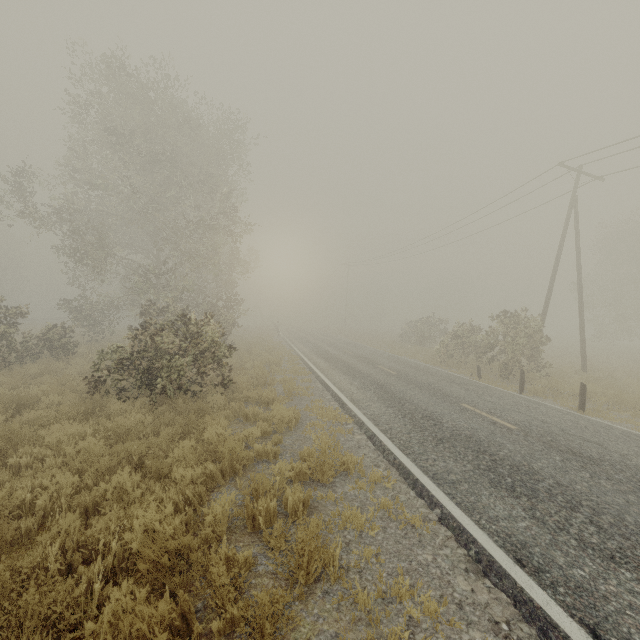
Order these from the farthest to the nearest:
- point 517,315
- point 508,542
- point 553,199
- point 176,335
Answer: point 553,199, point 517,315, point 176,335, point 508,542

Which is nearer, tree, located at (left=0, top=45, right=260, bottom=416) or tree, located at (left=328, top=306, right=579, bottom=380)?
tree, located at (left=0, top=45, right=260, bottom=416)

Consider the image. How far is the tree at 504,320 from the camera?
16.08m

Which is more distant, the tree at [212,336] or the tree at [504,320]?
the tree at [504,320]

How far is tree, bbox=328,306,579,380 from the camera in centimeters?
1608cm
